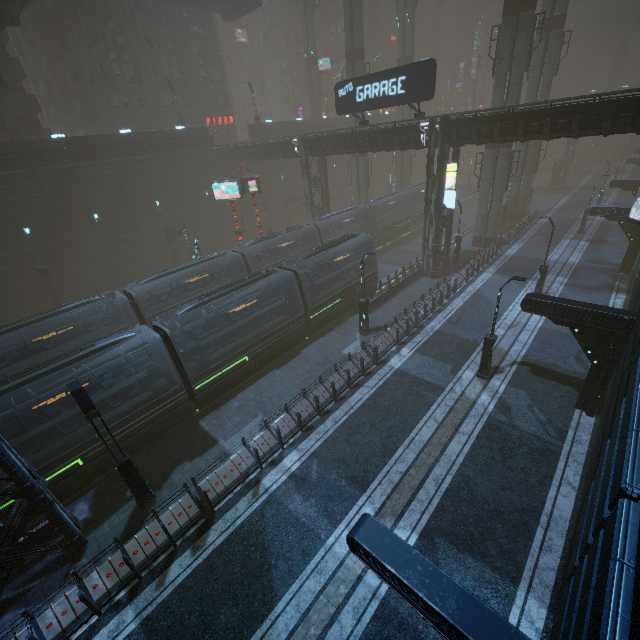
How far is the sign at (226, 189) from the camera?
26.98m

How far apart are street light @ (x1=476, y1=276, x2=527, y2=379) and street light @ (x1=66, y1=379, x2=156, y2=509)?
15.6 meters

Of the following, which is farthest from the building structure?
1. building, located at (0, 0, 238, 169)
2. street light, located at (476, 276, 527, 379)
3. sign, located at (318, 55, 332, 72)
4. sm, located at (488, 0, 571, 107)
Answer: sign, located at (318, 55, 332, 72)

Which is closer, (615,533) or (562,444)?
(615,533)

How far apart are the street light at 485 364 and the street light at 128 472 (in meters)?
15.65

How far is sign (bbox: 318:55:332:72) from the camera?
58.3m

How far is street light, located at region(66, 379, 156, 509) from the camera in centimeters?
1017cm

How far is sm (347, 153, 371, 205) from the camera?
38.3m
